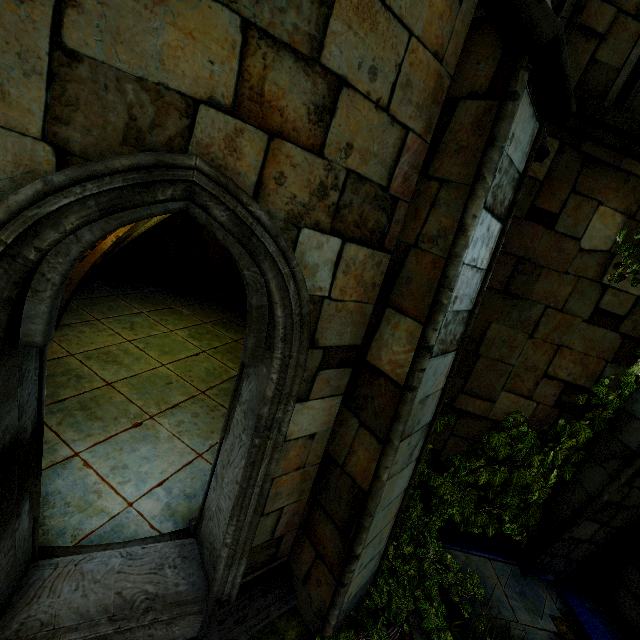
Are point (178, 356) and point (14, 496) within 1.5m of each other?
no

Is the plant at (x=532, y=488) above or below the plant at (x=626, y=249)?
below

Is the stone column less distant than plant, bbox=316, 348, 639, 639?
No

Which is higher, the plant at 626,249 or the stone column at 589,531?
the plant at 626,249

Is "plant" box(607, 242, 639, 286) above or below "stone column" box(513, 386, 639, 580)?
above

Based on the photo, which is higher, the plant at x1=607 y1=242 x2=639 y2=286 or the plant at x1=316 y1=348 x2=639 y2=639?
the plant at x1=607 y1=242 x2=639 y2=286
